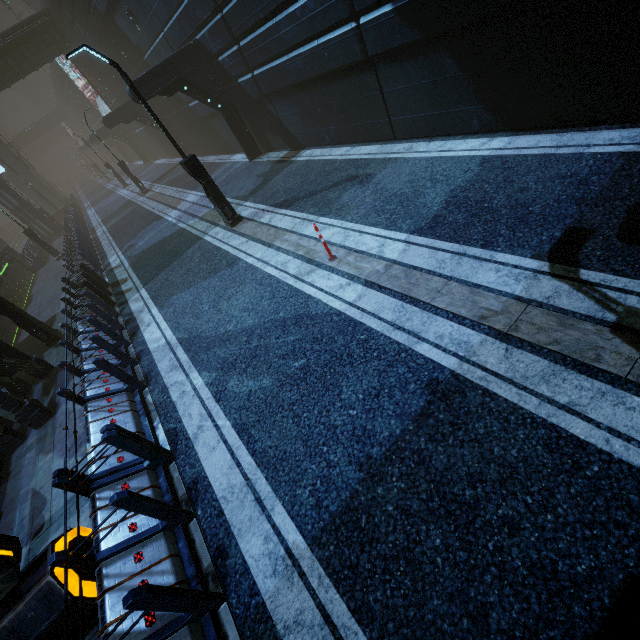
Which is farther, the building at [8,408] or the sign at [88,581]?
the building at [8,408]

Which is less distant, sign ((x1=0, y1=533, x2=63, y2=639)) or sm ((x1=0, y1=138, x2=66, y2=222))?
sign ((x1=0, y1=533, x2=63, y2=639))

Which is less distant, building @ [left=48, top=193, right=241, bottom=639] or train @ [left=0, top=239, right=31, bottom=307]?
building @ [left=48, top=193, right=241, bottom=639]

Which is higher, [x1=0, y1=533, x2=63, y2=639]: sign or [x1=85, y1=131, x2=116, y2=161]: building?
[x1=85, y1=131, x2=116, y2=161]: building

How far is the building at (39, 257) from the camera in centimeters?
2337cm

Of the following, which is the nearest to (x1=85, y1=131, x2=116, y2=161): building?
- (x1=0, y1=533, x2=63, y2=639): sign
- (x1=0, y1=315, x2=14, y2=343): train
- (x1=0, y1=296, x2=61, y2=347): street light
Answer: (x1=0, y1=533, x2=63, y2=639): sign

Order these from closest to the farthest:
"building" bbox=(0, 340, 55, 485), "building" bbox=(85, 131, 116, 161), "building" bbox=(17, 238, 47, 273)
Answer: "building" bbox=(0, 340, 55, 485), "building" bbox=(17, 238, 47, 273), "building" bbox=(85, 131, 116, 161)

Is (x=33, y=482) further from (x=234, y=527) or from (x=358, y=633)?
(x=358, y=633)
